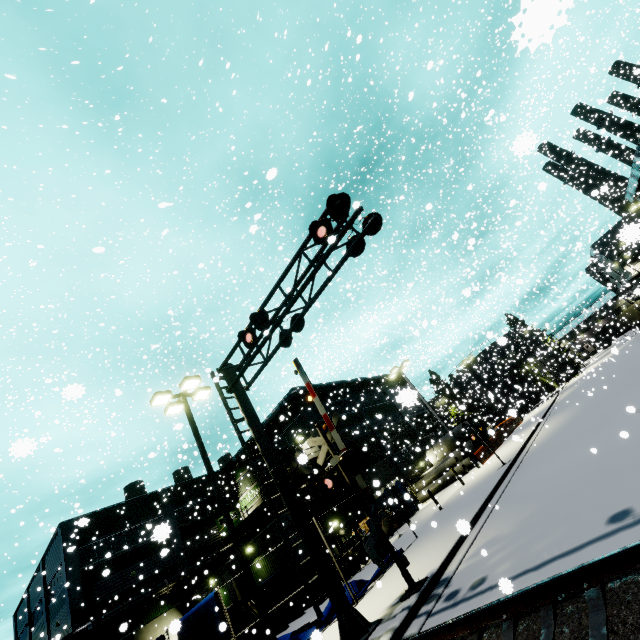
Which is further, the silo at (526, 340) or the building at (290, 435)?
the silo at (526, 340)

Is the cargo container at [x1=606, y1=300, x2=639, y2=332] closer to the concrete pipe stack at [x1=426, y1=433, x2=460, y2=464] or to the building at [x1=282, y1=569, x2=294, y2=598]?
the concrete pipe stack at [x1=426, y1=433, x2=460, y2=464]

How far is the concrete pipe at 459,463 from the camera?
28.8m

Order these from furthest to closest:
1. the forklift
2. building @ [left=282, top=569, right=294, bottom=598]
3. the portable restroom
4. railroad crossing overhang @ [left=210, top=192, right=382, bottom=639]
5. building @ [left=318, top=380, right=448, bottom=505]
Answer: building @ [left=318, top=380, right=448, bottom=505], the portable restroom, building @ [left=282, top=569, right=294, bottom=598], the forklift, railroad crossing overhang @ [left=210, top=192, right=382, bottom=639]

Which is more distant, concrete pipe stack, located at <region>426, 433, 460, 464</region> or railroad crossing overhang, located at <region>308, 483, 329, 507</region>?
concrete pipe stack, located at <region>426, 433, 460, 464</region>

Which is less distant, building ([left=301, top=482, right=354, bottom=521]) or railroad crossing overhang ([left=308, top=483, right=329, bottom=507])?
railroad crossing overhang ([left=308, top=483, right=329, bottom=507])

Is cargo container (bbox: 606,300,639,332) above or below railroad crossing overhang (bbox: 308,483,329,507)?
below

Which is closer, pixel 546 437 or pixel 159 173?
pixel 159 173
